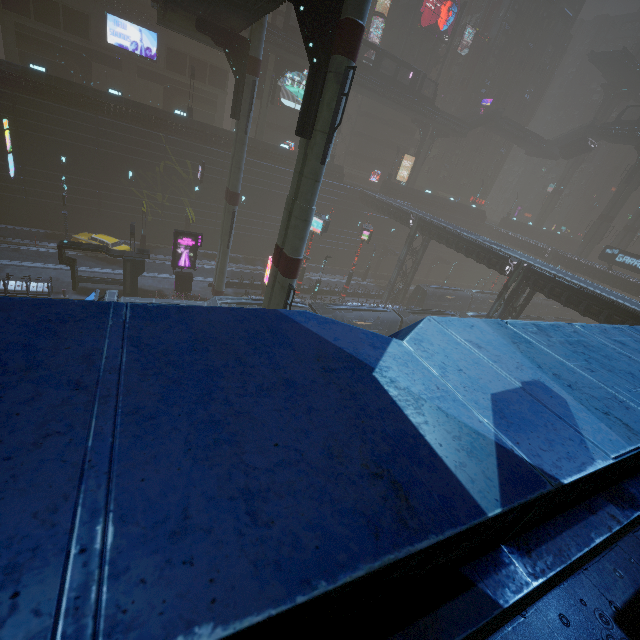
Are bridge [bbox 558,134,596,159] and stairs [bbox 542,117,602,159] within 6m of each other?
yes

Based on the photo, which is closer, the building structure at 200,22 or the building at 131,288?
the building structure at 200,22

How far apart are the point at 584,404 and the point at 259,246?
44.9m

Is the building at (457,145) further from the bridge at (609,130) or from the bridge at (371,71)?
the bridge at (371,71)

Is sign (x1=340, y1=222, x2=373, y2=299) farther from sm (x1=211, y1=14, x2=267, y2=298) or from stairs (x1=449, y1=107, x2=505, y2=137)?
stairs (x1=449, y1=107, x2=505, y2=137)

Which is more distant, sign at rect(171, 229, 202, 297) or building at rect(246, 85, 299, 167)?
building at rect(246, 85, 299, 167)

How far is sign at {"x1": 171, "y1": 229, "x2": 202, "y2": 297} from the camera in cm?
2692

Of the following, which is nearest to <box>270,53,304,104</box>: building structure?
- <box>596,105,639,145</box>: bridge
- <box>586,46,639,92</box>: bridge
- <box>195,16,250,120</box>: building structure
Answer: <box>195,16,250,120</box>: building structure
